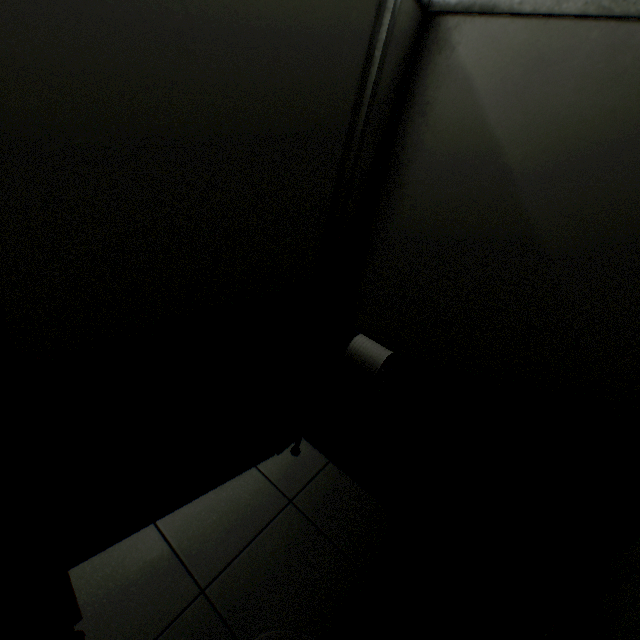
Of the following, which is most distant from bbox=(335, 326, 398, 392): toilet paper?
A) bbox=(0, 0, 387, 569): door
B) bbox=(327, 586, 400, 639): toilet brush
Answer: bbox=(327, 586, 400, 639): toilet brush

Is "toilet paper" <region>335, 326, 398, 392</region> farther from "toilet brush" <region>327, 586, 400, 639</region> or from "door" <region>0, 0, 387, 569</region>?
"toilet brush" <region>327, 586, 400, 639</region>

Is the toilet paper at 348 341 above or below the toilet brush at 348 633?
above

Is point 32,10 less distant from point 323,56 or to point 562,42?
point 323,56

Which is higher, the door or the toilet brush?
the door

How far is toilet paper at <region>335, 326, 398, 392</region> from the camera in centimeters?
116cm

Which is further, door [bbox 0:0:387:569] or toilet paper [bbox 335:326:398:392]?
toilet paper [bbox 335:326:398:392]

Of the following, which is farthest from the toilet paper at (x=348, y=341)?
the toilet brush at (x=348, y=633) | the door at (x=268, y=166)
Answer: the toilet brush at (x=348, y=633)
